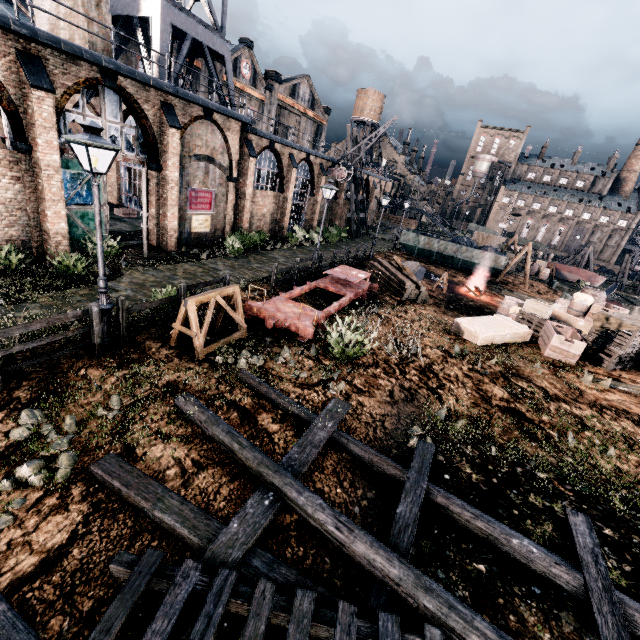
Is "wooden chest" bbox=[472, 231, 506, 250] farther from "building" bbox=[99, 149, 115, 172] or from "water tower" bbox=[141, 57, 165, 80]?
"water tower" bbox=[141, 57, 165, 80]

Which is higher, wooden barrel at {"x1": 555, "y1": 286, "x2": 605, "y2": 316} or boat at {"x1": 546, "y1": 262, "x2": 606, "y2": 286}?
wooden barrel at {"x1": 555, "y1": 286, "x2": 605, "y2": 316}

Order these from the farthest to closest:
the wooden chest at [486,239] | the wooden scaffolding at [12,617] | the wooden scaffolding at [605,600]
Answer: the wooden chest at [486,239] → the wooden scaffolding at [605,600] → the wooden scaffolding at [12,617]

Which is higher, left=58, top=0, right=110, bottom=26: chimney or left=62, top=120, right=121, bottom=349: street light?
left=58, top=0, right=110, bottom=26: chimney

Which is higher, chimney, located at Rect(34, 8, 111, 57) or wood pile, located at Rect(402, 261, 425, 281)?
chimney, located at Rect(34, 8, 111, 57)

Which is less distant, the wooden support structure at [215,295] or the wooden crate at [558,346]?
the wooden support structure at [215,295]

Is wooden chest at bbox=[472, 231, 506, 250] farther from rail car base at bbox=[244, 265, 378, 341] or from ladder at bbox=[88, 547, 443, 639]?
ladder at bbox=[88, 547, 443, 639]

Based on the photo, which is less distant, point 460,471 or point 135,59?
point 460,471
